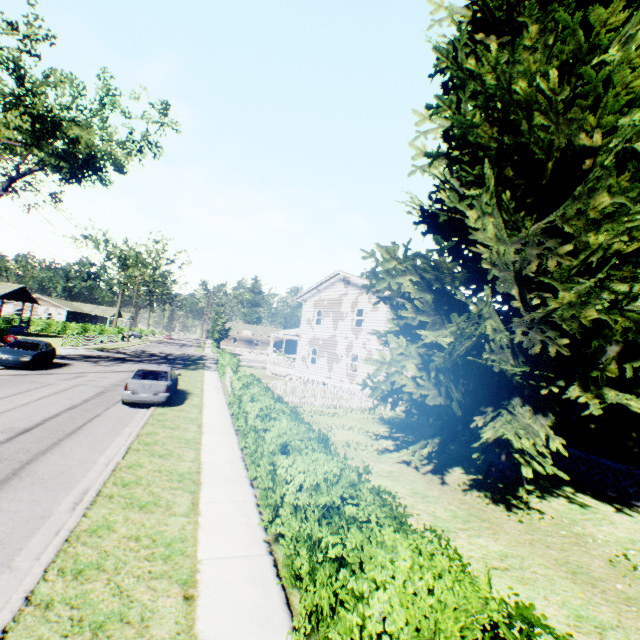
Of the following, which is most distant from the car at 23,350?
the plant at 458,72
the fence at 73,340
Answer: the plant at 458,72

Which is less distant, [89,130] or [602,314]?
[602,314]

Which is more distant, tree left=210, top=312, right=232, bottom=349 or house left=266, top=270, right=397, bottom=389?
tree left=210, top=312, right=232, bottom=349

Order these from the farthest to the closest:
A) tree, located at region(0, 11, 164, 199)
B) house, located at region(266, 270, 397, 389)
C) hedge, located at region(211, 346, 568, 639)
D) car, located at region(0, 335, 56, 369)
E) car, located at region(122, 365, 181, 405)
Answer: house, located at region(266, 270, 397, 389) → car, located at region(0, 335, 56, 369) → tree, located at region(0, 11, 164, 199) → car, located at region(122, 365, 181, 405) → hedge, located at region(211, 346, 568, 639)

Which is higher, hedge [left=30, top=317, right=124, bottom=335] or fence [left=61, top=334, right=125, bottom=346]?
hedge [left=30, top=317, right=124, bottom=335]

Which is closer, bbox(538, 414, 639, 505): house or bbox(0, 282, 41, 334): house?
bbox(538, 414, 639, 505): house

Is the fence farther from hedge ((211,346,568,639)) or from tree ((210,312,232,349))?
hedge ((211,346,568,639))

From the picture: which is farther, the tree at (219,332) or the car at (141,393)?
the tree at (219,332)
